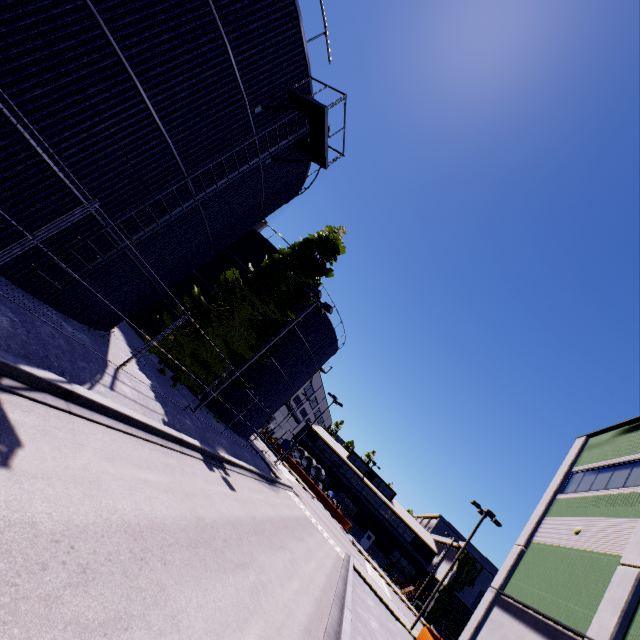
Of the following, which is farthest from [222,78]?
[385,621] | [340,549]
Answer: [340,549]

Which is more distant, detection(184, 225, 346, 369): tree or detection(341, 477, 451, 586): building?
detection(341, 477, 451, 586): building

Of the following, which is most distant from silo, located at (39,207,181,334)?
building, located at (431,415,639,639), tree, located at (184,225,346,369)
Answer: building, located at (431,415,639,639)

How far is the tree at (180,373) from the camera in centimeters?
1825cm

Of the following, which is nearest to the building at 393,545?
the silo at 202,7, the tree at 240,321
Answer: the tree at 240,321

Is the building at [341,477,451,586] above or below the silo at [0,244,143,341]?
above

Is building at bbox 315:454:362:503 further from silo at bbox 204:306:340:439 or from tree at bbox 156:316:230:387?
silo at bbox 204:306:340:439

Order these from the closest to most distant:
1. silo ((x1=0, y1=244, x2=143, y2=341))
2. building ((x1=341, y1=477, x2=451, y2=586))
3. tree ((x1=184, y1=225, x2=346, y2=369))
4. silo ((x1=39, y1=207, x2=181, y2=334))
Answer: silo ((x1=0, y1=244, x2=143, y2=341)) → silo ((x1=39, y1=207, x2=181, y2=334)) → tree ((x1=184, y1=225, x2=346, y2=369)) → building ((x1=341, y1=477, x2=451, y2=586))
